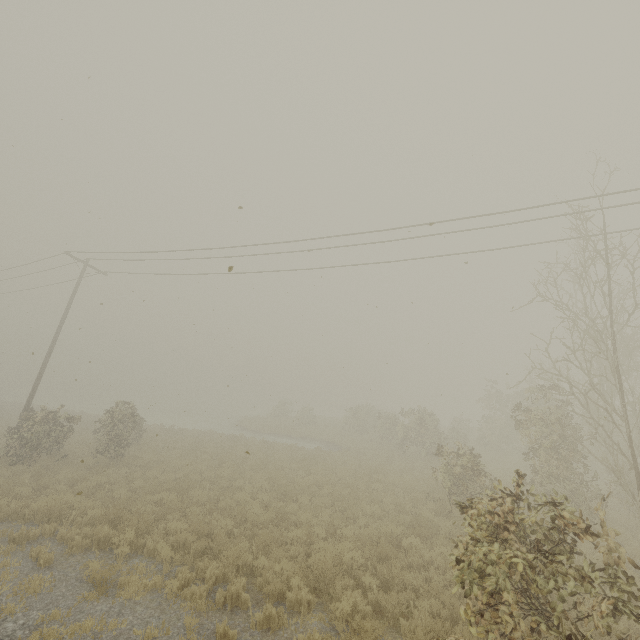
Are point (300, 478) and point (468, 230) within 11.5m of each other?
no
